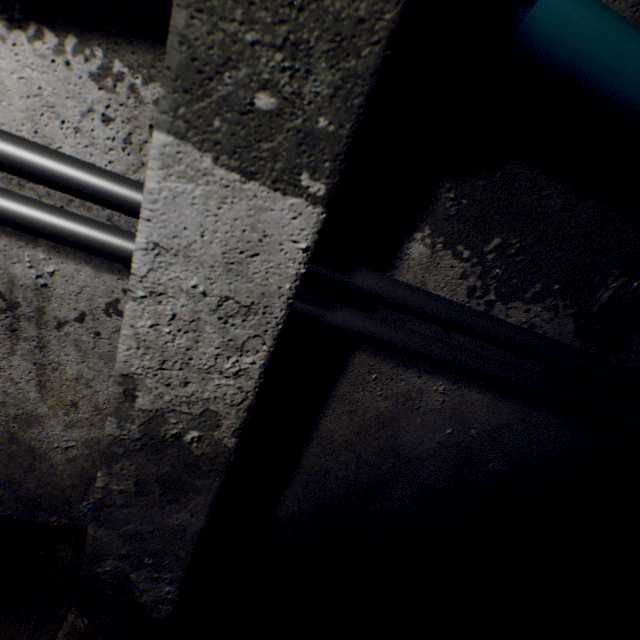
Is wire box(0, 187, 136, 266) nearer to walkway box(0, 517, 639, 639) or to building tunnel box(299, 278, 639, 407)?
building tunnel box(299, 278, 639, 407)

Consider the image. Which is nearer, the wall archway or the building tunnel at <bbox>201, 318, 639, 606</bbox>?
the wall archway

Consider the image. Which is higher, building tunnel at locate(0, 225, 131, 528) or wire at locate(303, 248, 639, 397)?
wire at locate(303, 248, 639, 397)

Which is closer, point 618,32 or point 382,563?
point 618,32

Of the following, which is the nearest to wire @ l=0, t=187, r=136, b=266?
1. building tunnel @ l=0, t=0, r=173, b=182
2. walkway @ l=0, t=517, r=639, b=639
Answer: building tunnel @ l=0, t=0, r=173, b=182

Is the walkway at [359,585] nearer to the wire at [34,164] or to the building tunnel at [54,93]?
the building tunnel at [54,93]

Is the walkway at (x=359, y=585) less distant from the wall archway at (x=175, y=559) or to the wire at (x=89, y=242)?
the wall archway at (x=175, y=559)
